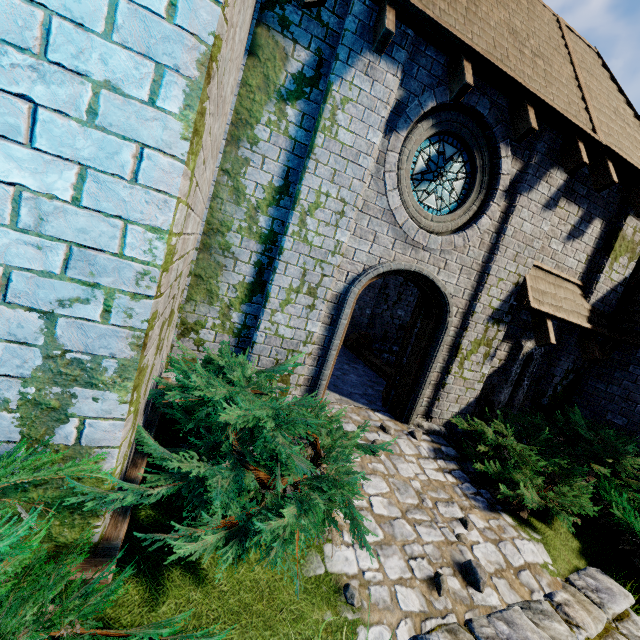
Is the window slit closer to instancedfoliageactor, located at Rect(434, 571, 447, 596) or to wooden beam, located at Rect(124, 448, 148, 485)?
instancedfoliageactor, located at Rect(434, 571, 447, 596)

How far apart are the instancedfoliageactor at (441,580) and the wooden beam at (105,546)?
3.0m

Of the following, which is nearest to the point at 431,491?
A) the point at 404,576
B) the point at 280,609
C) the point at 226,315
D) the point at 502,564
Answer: A: the point at 502,564

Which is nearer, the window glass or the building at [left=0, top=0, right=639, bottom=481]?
the building at [left=0, top=0, right=639, bottom=481]

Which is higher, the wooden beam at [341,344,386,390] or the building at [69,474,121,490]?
the building at [69,474,121,490]

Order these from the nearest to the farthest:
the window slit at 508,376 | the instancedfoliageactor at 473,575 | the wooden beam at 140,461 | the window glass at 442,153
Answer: the wooden beam at 140,461 → the instancedfoliageactor at 473,575 → the window glass at 442,153 → the window slit at 508,376

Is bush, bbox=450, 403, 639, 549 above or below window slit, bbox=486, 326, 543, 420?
below

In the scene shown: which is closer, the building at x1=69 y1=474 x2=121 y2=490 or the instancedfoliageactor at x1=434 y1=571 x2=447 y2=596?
the building at x1=69 y1=474 x2=121 y2=490
